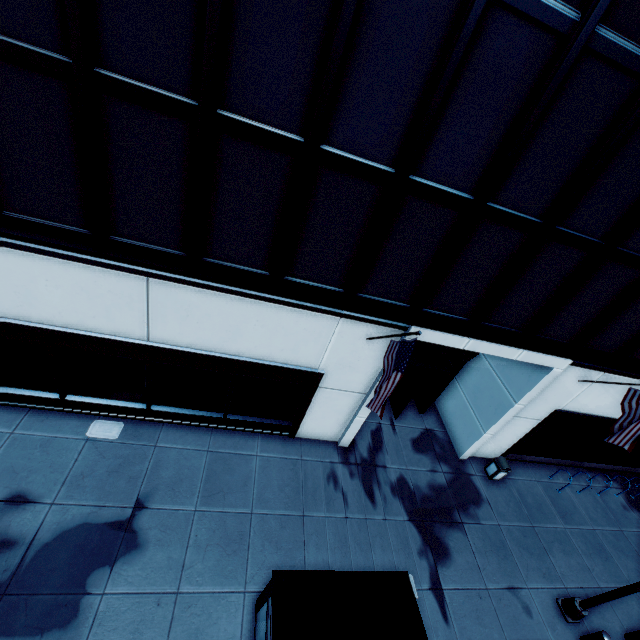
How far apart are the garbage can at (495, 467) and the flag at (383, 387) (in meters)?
8.56

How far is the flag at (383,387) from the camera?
7.2m

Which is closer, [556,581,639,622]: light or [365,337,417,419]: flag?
[365,337,417,419]: flag

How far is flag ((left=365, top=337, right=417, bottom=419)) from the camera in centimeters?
715cm

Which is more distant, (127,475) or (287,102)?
(127,475)

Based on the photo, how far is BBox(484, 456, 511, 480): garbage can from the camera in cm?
1319

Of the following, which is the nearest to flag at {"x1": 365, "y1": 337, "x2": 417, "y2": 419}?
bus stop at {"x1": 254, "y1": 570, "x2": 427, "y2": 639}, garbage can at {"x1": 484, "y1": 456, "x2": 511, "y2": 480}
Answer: bus stop at {"x1": 254, "y1": 570, "x2": 427, "y2": 639}

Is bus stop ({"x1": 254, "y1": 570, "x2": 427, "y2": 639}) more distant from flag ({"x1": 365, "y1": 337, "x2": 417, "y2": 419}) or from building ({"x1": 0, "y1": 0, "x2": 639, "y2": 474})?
building ({"x1": 0, "y1": 0, "x2": 639, "y2": 474})
